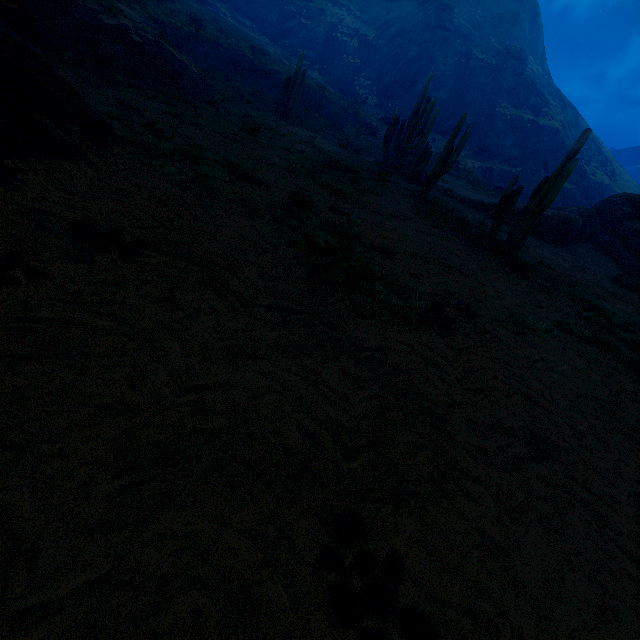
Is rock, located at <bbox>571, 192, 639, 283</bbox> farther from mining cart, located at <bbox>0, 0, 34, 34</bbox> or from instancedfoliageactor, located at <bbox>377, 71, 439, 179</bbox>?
mining cart, located at <bbox>0, 0, 34, 34</bbox>

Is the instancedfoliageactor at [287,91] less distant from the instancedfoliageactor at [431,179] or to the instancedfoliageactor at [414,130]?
the instancedfoliageactor at [414,130]

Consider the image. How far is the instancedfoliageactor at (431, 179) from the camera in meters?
13.1

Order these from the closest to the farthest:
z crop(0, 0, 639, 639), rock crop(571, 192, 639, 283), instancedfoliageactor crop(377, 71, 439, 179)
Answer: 1. z crop(0, 0, 639, 639)
2. rock crop(571, 192, 639, 283)
3. instancedfoliageactor crop(377, 71, 439, 179)

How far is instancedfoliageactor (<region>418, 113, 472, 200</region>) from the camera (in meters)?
13.06

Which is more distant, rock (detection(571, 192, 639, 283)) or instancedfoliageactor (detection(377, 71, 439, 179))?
instancedfoliageactor (detection(377, 71, 439, 179))

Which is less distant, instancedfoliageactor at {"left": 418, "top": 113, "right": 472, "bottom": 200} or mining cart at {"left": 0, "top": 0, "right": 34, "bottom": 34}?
mining cart at {"left": 0, "top": 0, "right": 34, "bottom": 34}

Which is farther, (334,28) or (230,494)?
(334,28)
